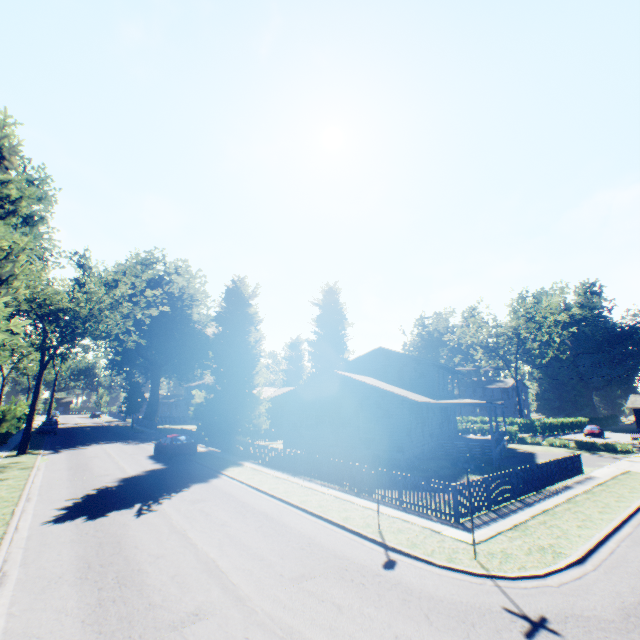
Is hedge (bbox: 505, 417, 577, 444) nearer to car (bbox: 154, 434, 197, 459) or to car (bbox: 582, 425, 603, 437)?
car (bbox: 582, 425, 603, 437)

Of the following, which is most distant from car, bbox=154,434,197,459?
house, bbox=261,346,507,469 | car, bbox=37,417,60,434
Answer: car, bbox=37,417,60,434

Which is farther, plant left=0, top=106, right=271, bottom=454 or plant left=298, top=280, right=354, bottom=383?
plant left=298, top=280, right=354, bottom=383

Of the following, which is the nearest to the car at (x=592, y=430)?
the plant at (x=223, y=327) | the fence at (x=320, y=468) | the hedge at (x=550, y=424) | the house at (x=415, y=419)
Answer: the hedge at (x=550, y=424)

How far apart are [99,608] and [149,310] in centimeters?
5173cm

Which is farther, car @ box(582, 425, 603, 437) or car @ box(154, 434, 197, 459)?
car @ box(582, 425, 603, 437)

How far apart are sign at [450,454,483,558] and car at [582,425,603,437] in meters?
52.5 m

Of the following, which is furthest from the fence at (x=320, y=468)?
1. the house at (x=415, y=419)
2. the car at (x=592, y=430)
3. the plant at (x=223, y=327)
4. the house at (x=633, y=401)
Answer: the house at (x=633, y=401)
